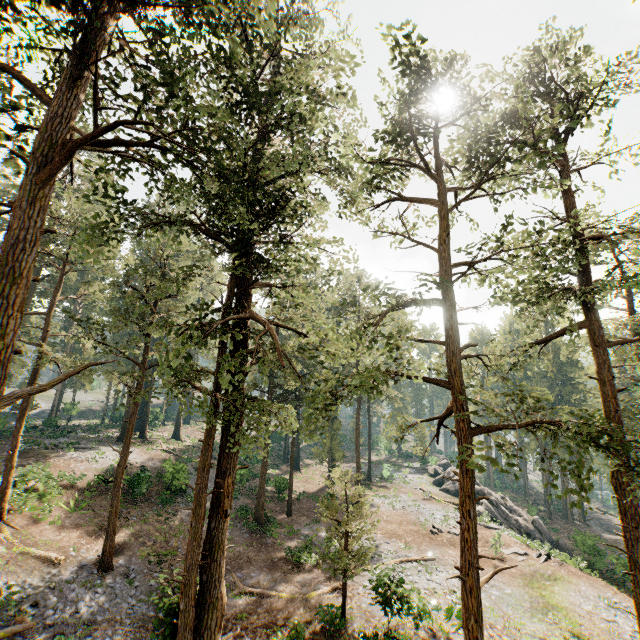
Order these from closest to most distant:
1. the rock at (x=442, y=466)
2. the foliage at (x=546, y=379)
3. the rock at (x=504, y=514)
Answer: the foliage at (x=546, y=379), the rock at (x=504, y=514), the rock at (x=442, y=466)

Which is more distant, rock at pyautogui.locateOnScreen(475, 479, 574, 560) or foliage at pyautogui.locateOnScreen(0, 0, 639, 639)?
rock at pyautogui.locateOnScreen(475, 479, 574, 560)

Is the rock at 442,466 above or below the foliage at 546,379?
below

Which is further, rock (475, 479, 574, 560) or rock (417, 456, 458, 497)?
rock (417, 456, 458, 497)

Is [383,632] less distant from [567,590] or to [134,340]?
[567,590]

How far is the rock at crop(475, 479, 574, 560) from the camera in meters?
31.0

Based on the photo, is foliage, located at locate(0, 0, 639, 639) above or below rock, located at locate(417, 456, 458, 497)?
above
